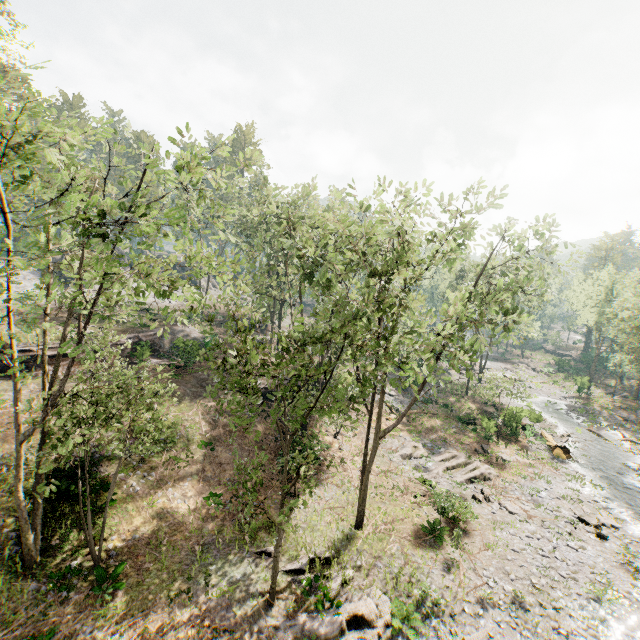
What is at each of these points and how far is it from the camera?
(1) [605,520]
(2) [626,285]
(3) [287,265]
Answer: (1) foliage, 20.3 meters
(2) foliage, 45.2 meters
(3) foliage, 23.6 meters

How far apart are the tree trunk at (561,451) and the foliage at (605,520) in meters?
6.6

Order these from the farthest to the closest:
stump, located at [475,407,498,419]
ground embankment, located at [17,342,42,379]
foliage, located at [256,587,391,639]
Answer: stump, located at [475,407,498,419], ground embankment, located at [17,342,42,379], foliage, located at [256,587,391,639]

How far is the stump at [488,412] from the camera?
33.3 meters

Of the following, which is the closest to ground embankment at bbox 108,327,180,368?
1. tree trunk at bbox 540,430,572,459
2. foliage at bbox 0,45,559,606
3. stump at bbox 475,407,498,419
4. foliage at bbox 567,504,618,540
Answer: foliage at bbox 0,45,559,606

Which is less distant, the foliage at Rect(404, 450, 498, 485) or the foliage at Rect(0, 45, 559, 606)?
the foliage at Rect(0, 45, 559, 606)

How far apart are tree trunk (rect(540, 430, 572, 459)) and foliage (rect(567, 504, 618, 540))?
6.56m

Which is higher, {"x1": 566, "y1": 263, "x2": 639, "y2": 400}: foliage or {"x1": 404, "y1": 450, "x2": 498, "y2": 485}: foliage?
{"x1": 566, "y1": 263, "x2": 639, "y2": 400}: foliage
